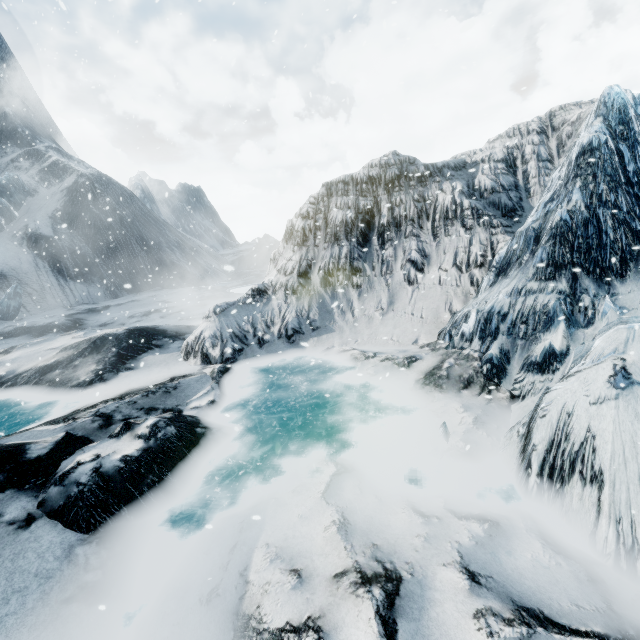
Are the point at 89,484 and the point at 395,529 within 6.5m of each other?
yes
